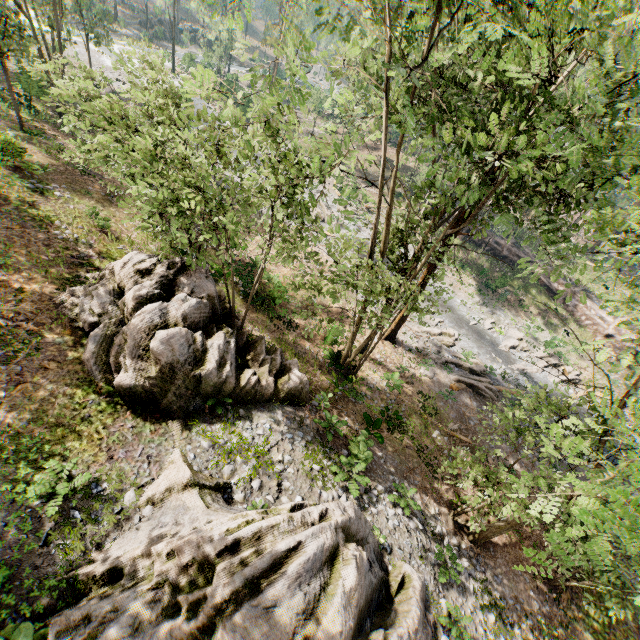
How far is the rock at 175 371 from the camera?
10.2 meters

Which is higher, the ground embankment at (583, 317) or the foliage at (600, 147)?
the foliage at (600, 147)

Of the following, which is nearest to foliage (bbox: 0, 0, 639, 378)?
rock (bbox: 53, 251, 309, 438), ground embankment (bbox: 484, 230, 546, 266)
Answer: ground embankment (bbox: 484, 230, 546, 266)

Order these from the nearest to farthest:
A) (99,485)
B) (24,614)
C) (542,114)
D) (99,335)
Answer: (24,614) → (542,114) → (99,485) → (99,335)

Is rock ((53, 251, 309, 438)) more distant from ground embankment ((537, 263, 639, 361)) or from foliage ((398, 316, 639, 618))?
ground embankment ((537, 263, 639, 361))
